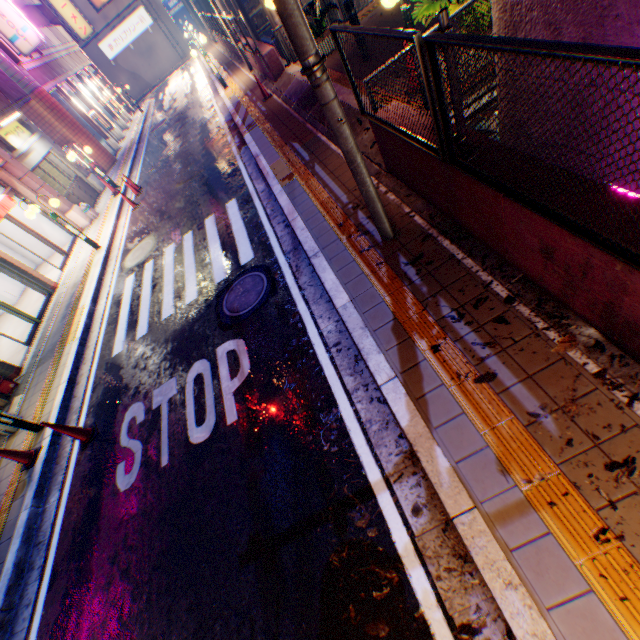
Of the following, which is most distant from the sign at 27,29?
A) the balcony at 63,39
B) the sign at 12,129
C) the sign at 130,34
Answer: the sign at 130,34

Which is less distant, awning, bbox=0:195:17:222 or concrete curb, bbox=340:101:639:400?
concrete curb, bbox=340:101:639:400

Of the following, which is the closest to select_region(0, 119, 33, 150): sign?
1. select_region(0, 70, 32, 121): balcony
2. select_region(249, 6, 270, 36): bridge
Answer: select_region(0, 70, 32, 121): balcony

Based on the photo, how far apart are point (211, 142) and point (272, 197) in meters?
7.7 m

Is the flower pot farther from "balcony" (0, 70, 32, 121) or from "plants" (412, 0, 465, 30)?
"plants" (412, 0, 465, 30)

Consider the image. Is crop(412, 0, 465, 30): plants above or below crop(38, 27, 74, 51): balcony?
below

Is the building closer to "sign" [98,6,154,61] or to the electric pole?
"sign" [98,6,154,61]

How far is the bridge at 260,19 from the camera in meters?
28.9
